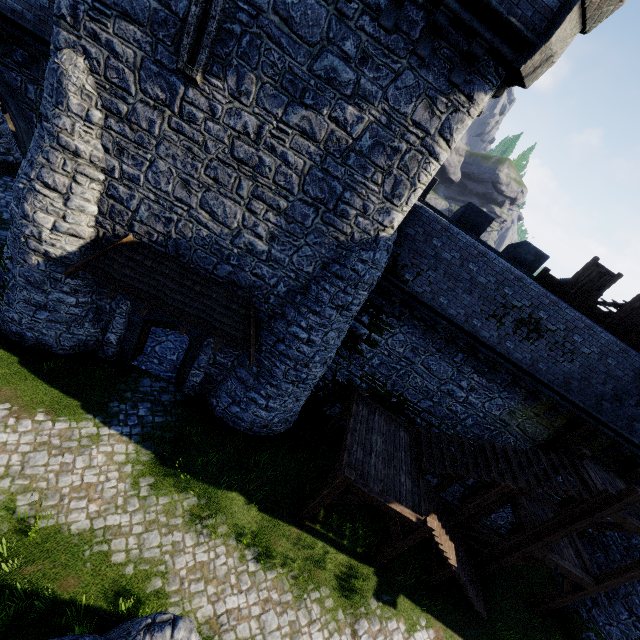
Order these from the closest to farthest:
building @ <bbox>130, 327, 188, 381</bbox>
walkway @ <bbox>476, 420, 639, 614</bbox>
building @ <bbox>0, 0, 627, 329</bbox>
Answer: building @ <bbox>0, 0, 627, 329</bbox>
walkway @ <bbox>476, 420, 639, 614</bbox>
building @ <bbox>130, 327, 188, 381</bbox>

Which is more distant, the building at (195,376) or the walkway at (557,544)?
the building at (195,376)

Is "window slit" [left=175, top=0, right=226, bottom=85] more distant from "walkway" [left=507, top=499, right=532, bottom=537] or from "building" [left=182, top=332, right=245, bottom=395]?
"walkway" [left=507, top=499, right=532, bottom=537]

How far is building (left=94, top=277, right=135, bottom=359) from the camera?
11.1 meters

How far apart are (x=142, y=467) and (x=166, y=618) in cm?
588

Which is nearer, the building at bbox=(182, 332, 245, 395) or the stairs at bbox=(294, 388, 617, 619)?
the stairs at bbox=(294, 388, 617, 619)

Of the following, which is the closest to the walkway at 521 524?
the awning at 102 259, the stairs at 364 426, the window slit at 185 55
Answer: the stairs at 364 426

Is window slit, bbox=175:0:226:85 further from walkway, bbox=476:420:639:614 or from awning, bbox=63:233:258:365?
walkway, bbox=476:420:639:614
